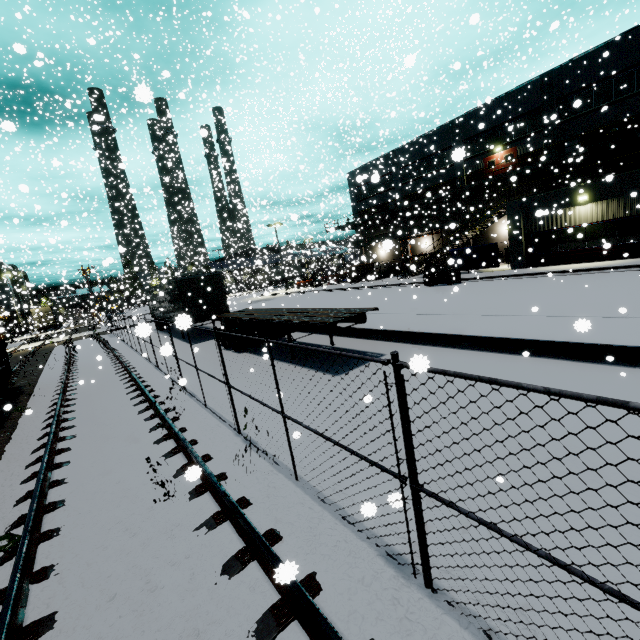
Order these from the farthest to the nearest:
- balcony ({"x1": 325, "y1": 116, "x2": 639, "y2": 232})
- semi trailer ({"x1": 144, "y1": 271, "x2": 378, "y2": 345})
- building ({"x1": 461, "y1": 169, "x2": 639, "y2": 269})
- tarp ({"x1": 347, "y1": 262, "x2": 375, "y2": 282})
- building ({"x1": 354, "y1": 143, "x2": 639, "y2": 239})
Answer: building ({"x1": 354, "y1": 143, "x2": 639, "y2": 239}), balcony ({"x1": 325, "y1": 116, "x2": 639, "y2": 232}), building ({"x1": 461, "y1": 169, "x2": 639, "y2": 269}), tarp ({"x1": 347, "y1": 262, "x2": 375, "y2": 282}), semi trailer ({"x1": 144, "y1": 271, "x2": 378, "y2": 345})

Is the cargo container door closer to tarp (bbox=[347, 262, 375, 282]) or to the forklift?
tarp (bbox=[347, 262, 375, 282])

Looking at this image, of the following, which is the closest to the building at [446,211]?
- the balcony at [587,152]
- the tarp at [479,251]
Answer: the balcony at [587,152]

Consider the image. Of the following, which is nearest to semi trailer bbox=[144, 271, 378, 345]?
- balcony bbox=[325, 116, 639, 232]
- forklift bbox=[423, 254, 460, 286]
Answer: balcony bbox=[325, 116, 639, 232]

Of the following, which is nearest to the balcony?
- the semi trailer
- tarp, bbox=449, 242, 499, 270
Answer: tarp, bbox=449, 242, 499, 270

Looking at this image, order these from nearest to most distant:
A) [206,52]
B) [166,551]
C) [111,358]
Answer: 1. [166,551]
2. [206,52]
3. [111,358]

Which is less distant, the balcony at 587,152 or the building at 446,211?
the balcony at 587,152

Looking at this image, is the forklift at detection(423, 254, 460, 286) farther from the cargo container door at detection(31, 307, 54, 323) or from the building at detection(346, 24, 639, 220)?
the cargo container door at detection(31, 307, 54, 323)
